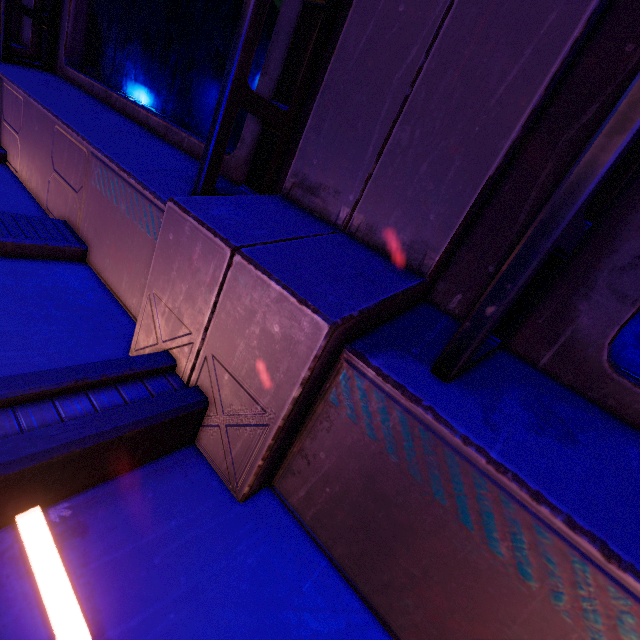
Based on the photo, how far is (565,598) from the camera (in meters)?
0.70
